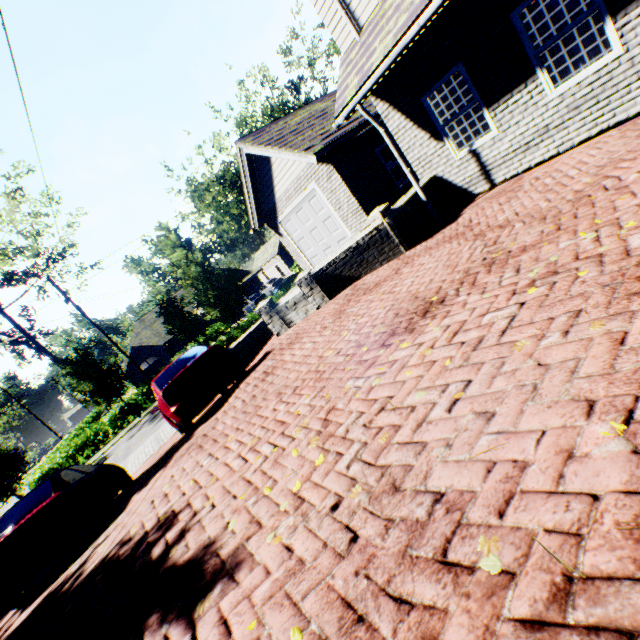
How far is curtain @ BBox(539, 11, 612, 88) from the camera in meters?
5.3 m

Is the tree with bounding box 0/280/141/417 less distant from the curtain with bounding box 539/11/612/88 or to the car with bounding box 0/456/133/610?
the car with bounding box 0/456/133/610

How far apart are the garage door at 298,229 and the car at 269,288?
19.2 meters

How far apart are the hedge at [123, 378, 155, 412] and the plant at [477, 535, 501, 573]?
30.71m

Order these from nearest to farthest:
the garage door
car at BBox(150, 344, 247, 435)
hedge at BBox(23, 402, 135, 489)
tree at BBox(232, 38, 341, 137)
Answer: car at BBox(150, 344, 247, 435) → the garage door → hedge at BBox(23, 402, 135, 489) → tree at BBox(232, 38, 341, 137)

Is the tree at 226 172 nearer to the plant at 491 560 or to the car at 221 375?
the car at 221 375

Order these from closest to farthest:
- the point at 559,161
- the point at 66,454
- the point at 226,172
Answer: the point at 559,161
the point at 66,454
the point at 226,172

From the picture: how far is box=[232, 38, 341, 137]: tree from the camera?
29.9 meters
